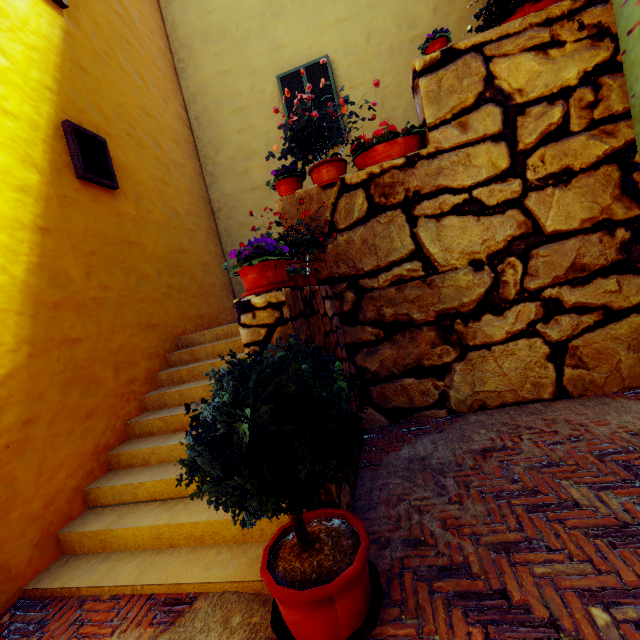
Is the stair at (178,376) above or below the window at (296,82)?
below

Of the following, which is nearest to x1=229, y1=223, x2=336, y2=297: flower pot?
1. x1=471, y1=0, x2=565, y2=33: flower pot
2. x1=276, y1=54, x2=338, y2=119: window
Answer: x1=471, y1=0, x2=565, y2=33: flower pot

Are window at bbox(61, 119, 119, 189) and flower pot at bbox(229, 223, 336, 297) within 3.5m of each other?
yes

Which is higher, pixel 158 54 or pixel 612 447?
pixel 158 54

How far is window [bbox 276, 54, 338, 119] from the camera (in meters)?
6.36

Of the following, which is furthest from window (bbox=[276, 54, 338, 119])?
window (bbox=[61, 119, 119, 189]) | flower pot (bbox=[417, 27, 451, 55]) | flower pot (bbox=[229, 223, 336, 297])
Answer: flower pot (bbox=[229, 223, 336, 297])

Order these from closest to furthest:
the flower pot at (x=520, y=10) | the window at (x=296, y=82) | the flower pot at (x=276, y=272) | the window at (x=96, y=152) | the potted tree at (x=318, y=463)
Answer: the potted tree at (x=318, y=463) → the flower pot at (x=276, y=272) → the flower pot at (x=520, y=10) → the window at (x=96, y=152) → the window at (x=296, y=82)

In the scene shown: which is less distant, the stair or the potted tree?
the potted tree
